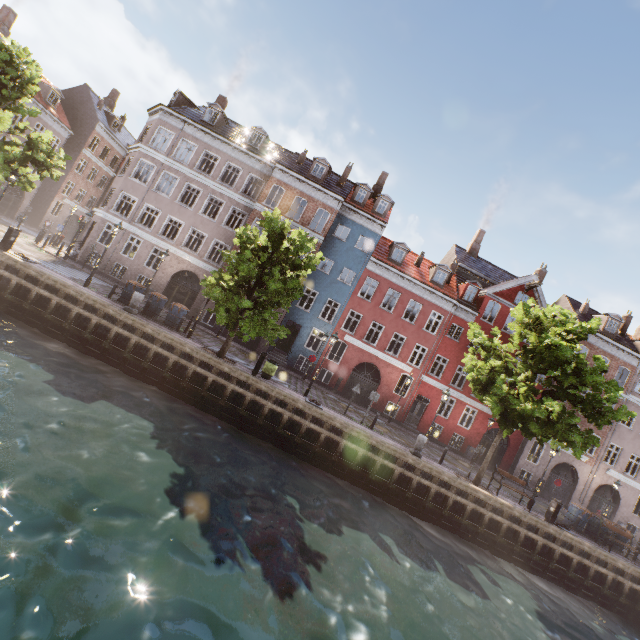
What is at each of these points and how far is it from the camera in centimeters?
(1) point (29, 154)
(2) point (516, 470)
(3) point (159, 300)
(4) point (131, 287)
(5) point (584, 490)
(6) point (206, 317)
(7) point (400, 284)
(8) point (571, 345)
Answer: (1) tree, 1662cm
(2) building, 2569cm
(3) trash bin, 1773cm
(4) trash bin, 1766cm
(5) building, 2598cm
(6) building, 2722cm
(7) building, 2600cm
(8) tree, 1427cm

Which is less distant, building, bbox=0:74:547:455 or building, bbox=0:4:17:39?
building, bbox=0:74:547:455

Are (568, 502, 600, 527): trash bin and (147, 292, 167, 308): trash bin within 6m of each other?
no

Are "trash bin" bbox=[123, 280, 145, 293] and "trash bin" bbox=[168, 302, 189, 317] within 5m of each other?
yes

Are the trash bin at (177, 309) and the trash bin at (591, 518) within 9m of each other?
no

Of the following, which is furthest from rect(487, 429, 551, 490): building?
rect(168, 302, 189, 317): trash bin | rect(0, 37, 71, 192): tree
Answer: rect(168, 302, 189, 317): trash bin

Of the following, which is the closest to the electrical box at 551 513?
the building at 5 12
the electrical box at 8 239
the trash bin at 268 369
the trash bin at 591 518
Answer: the trash bin at 591 518

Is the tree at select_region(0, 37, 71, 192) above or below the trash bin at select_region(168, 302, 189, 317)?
above
